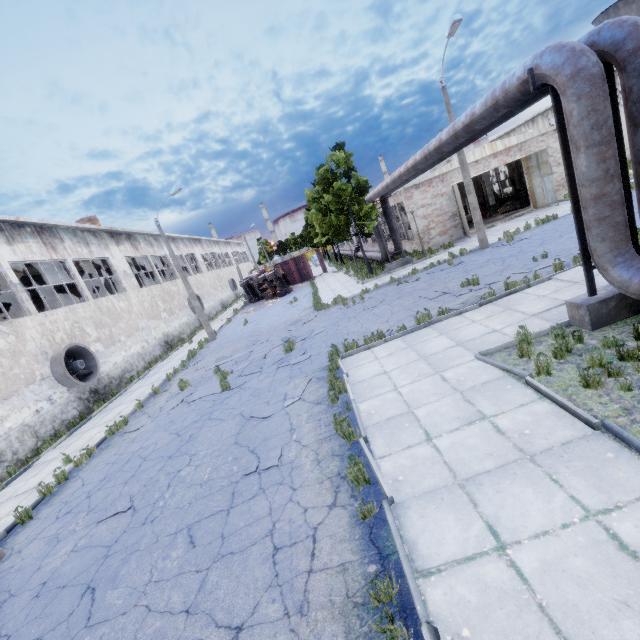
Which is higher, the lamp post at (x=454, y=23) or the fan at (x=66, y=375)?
the lamp post at (x=454, y=23)

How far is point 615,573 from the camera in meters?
2.9 m

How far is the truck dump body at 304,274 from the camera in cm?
3698

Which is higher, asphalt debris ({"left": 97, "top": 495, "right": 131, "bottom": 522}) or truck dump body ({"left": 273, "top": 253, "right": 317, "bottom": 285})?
truck dump body ({"left": 273, "top": 253, "right": 317, "bottom": 285})

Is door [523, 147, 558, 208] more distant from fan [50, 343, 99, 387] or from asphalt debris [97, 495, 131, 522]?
fan [50, 343, 99, 387]

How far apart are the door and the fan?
29.67m

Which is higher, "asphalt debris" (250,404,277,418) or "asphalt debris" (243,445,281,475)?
"asphalt debris" (250,404,277,418)
